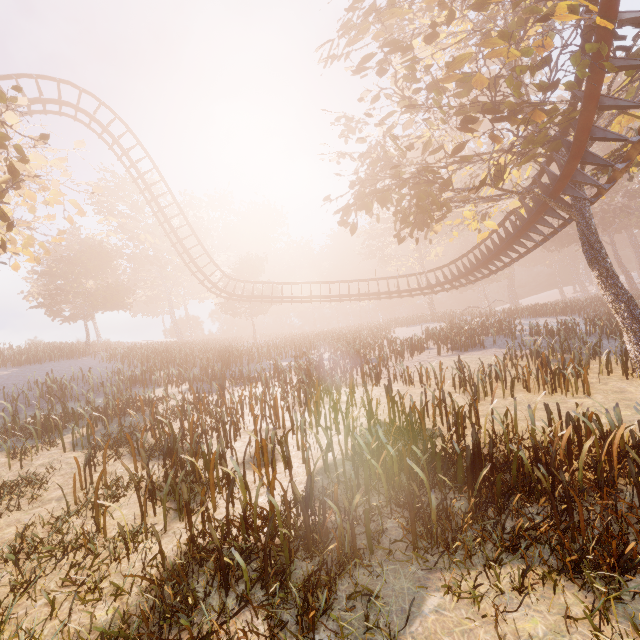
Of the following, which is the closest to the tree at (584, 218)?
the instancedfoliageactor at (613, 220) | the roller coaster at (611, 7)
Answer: the roller coaster at (611, 7)

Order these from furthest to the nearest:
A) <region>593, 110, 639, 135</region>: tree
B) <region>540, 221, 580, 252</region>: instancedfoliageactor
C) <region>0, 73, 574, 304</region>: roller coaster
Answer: <region>540, 221, 580, 252</region>: instancedfoliageactor → <region>0, 73, 574, 304</region>: roller coaster → <region>593, 110, 639, 135</region>: tree

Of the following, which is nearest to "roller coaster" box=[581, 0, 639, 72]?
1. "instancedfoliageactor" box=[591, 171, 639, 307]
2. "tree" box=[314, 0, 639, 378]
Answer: "tree" box=[314, 0, 639, 378]

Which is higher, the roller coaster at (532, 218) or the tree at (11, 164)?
the tree at (11, 164)

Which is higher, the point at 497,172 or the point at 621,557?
the point at 497,172

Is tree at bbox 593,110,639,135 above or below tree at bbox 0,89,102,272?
above

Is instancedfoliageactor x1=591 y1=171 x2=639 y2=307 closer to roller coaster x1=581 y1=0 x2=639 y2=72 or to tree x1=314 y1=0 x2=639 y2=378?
tree x1=314 y1=0 x2=639 y2=378
